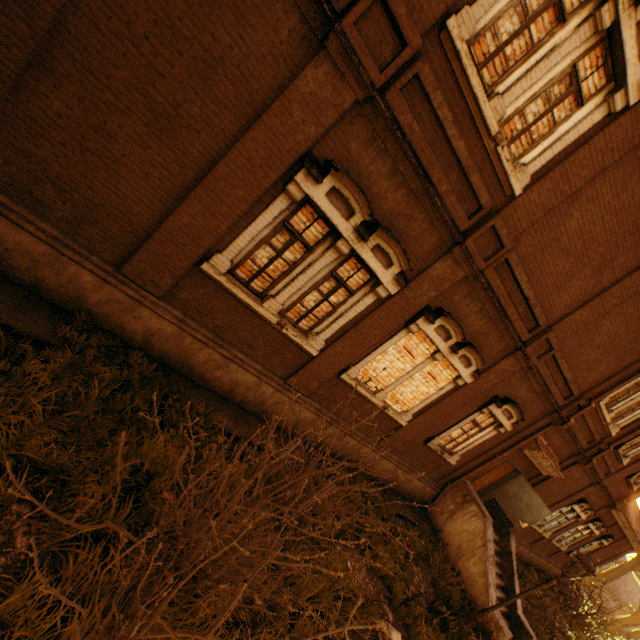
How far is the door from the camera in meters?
12.2 m

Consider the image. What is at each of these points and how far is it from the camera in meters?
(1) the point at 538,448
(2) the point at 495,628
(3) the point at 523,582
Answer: (1) awning, 11.1
(2) stairs, 9.2
(3) instancedfoliageactor, 15.6

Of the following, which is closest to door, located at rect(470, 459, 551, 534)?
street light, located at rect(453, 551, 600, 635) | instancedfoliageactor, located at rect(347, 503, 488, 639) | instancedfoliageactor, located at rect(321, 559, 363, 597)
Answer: instancedfoliageactor, located at rect(347, 503, 488, 639)

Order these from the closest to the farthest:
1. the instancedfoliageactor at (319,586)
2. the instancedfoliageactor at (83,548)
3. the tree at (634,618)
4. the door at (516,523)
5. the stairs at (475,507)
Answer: the instancedfoliageactor at (83,548), the instancedfoliageactor at (319,586), the stairs at (475,507), the door at (516,523), the tree at (634,618)

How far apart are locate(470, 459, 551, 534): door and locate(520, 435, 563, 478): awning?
0.52m

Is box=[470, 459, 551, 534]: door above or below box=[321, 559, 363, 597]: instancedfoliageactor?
above

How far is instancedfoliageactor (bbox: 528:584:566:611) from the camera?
14.73m

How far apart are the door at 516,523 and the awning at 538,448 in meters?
0.5
